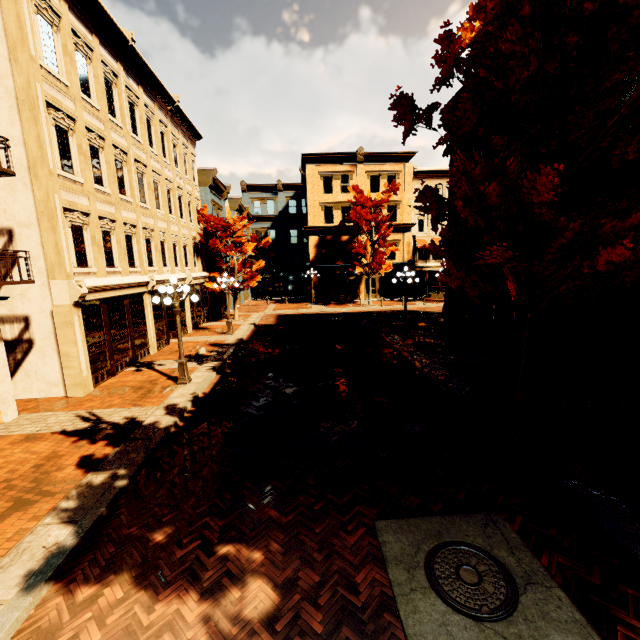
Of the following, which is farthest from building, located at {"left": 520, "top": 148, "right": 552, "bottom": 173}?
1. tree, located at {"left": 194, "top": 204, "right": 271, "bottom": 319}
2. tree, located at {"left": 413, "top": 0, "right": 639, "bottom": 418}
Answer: tree, located at {"left": 194, "top": 204, "right": 271, "bottom": 319}

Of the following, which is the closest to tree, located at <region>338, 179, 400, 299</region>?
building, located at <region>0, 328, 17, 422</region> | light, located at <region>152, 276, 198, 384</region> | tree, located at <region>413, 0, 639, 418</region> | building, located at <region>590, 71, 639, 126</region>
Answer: building, located at <region>590, 71, 639, 126</region>

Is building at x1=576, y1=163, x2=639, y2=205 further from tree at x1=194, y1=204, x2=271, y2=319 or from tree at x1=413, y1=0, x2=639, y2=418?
tree at x1=194, y1=204, x2=271, y2=319

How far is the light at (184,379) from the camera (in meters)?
10.40

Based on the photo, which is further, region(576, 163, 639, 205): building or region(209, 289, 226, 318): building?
region(209, 289, 226, 318): building

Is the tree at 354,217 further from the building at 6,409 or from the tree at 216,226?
the building at 6,409

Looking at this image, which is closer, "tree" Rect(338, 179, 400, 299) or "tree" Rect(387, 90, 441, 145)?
"tree" Rect(387, 90, 441, 145)

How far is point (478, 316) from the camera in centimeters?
1503cm
